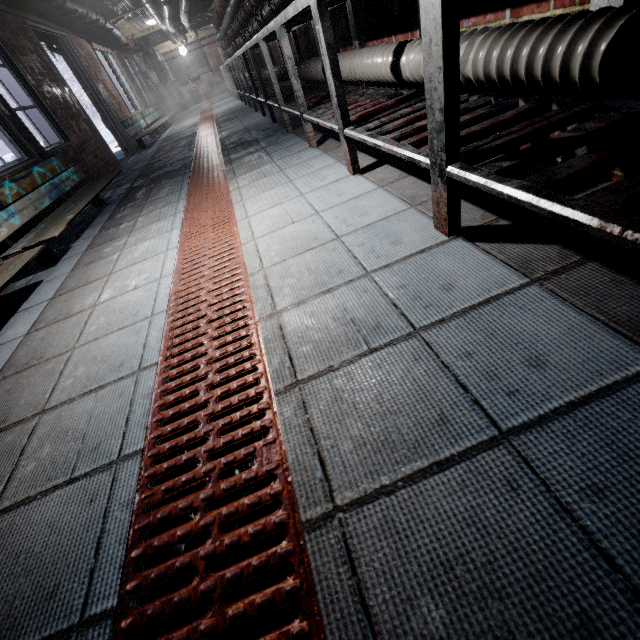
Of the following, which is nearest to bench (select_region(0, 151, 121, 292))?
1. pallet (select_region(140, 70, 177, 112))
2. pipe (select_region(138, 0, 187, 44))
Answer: pipe (select_region(138, 0, 187, 44))

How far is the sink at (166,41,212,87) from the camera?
13.6m

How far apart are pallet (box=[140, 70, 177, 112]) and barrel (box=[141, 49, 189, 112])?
0.78m

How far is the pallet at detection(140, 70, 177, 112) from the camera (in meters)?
11.01

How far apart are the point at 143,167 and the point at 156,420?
5.24m

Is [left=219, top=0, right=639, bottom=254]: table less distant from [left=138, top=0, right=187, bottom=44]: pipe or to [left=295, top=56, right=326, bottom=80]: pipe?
[left=295, top=56, right=326, bottom=80]: pipe

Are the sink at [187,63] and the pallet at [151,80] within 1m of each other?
no

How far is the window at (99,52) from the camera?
6.64m
